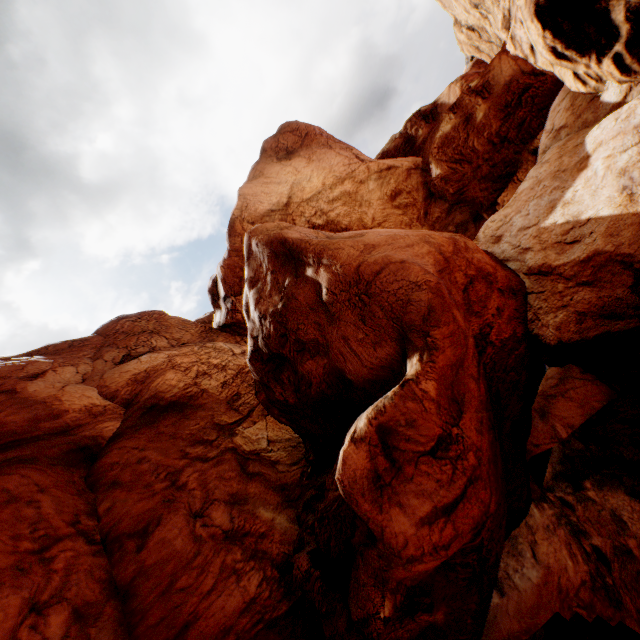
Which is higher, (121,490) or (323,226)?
(323,226)
